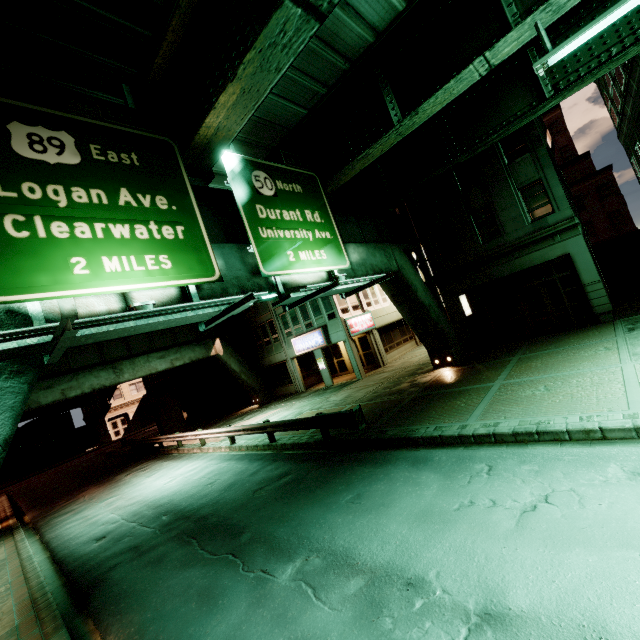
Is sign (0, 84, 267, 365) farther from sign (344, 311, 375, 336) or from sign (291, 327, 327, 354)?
sign (291, 327, 327, 354)

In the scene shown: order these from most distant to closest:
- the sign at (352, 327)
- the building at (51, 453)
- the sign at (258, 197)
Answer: the building at (51, 453)
the sign at (352, 327)
the sign at (258, 197)

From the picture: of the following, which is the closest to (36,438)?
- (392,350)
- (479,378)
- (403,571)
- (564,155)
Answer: (392,350)

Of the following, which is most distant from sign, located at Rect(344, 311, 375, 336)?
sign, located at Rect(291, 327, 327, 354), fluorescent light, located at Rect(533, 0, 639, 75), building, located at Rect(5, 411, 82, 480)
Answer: building, located at Rect(5, 411, 82, 480)

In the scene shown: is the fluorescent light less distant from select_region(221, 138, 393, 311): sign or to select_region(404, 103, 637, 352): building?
select_region(221, 138, 393, 311): sign

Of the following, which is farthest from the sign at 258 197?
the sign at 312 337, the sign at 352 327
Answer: the sign at 312 337
